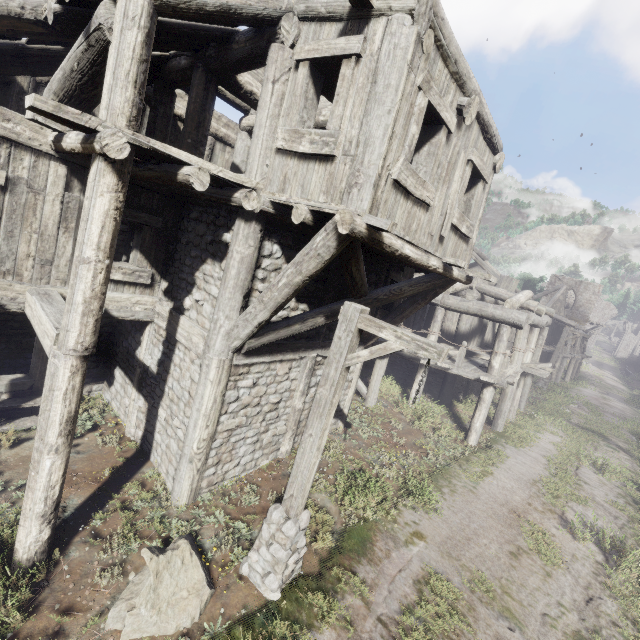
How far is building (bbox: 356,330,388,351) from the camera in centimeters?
904cm

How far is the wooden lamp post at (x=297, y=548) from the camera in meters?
4.2 m

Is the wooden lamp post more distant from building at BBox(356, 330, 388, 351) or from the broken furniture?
the broken furniture

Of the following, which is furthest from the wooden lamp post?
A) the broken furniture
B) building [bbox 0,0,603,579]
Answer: the broken furniture

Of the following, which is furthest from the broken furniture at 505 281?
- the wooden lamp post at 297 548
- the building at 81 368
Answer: the wooden lamp post at 297 548

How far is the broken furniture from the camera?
18.3m

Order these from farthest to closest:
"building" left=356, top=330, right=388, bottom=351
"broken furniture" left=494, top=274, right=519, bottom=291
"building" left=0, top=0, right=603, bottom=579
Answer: "broken furniture" left=494, top=274, right=519, bottom=291
"building" left=356, top=330, right=388, bottom=351
"building" left=0, top=0, right=603, bottom=579

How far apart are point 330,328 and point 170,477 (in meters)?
4.83
